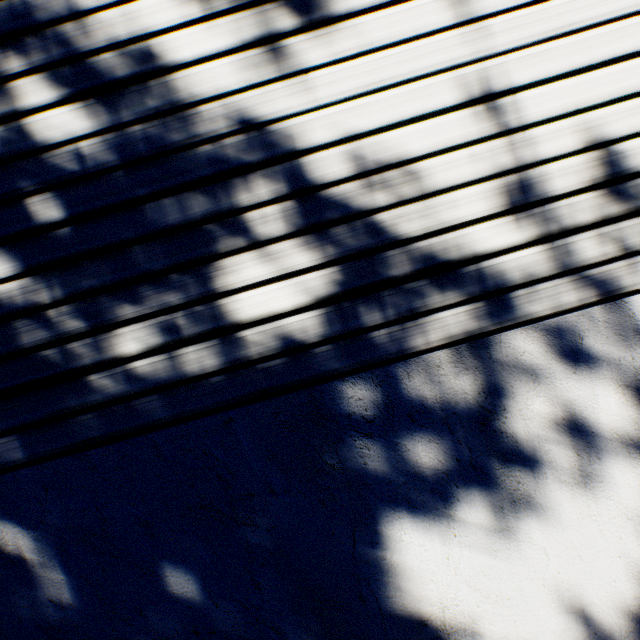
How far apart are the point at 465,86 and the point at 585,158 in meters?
0.6 m
